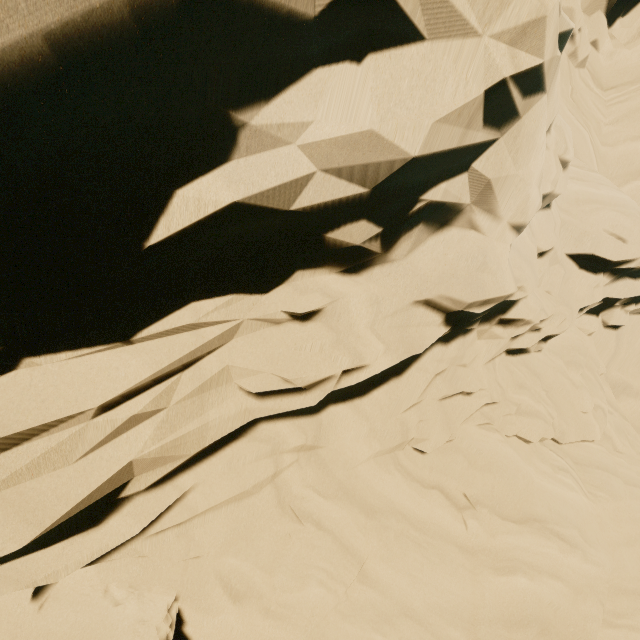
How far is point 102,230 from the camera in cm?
301
